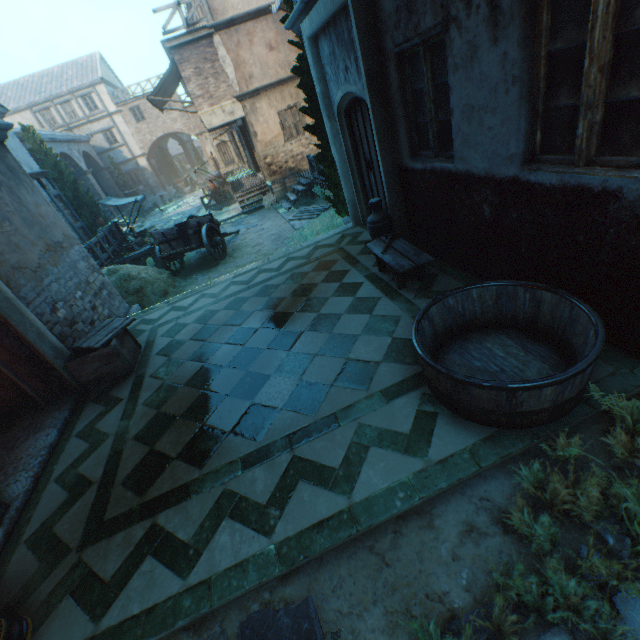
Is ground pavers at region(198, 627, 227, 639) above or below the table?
below

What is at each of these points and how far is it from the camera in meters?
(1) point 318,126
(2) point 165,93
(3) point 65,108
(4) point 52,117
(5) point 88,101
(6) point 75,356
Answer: (1) tree, 7.9
(2) awning, 16.0
(3) building, 30.5
(4) building, 30.5
(5) building, 30.7
(6) wooden crate, 5.1

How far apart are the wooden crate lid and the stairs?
10.6 meters

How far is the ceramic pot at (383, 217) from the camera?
5.4m

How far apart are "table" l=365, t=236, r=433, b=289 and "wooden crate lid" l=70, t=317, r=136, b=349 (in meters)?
4.04

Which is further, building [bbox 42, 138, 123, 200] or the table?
building [bbox 42, 138, 123, 200]

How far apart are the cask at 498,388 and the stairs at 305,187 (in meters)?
12.59

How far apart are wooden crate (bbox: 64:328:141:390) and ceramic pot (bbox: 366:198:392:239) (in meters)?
4.46
